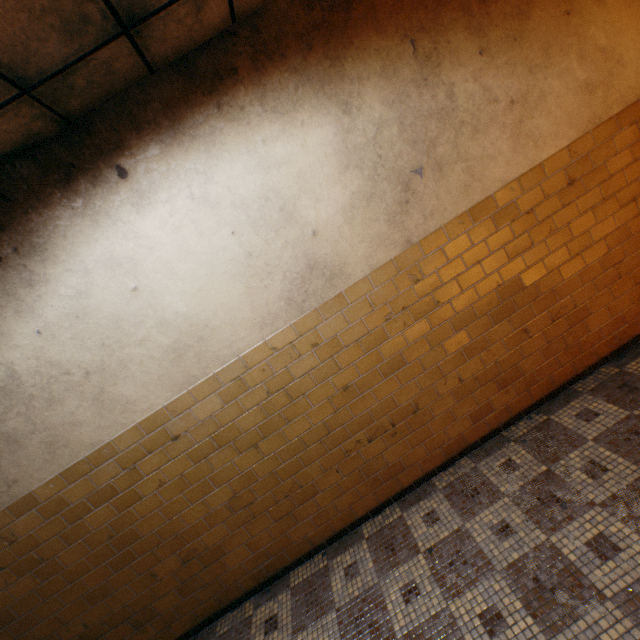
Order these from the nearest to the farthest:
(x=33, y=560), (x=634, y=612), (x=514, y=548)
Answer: (x=634, y=612) → (x=514, y=548) → (x=33, y=560)
